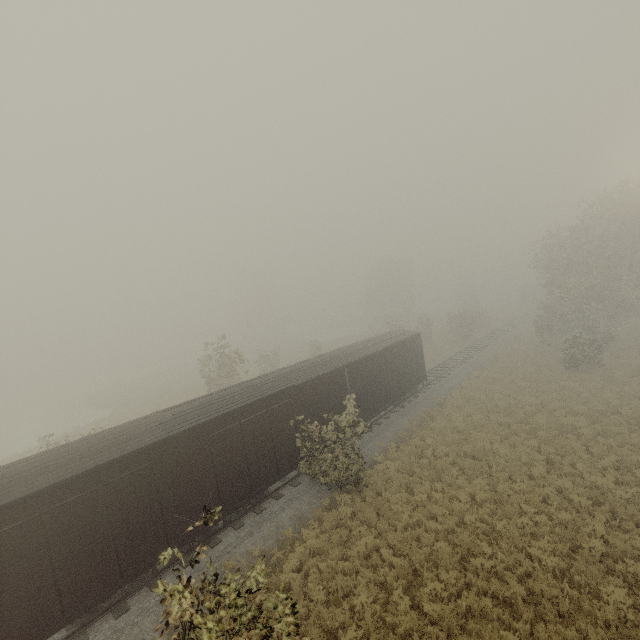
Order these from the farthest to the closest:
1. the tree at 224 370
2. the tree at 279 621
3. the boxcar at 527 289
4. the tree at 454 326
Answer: the boxcar at 527 289 → the tree at 454 326 → the tree at 224 370 → the tree at 279 621

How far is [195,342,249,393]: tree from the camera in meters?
25.7

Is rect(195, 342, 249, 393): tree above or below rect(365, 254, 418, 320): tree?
below

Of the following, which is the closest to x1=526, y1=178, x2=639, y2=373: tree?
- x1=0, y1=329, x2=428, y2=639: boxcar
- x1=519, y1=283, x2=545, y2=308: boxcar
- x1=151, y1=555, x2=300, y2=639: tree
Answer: x1=0, y1=329, x2=428, y2=639: boxcar

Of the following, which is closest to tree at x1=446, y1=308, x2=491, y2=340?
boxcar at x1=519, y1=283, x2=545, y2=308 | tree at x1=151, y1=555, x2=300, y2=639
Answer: tree at x1=151, y1=555, x2=300, y2=639

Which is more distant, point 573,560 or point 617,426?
point 617,426

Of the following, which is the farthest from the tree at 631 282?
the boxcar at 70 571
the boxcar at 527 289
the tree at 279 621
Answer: the boxcar at 527 289

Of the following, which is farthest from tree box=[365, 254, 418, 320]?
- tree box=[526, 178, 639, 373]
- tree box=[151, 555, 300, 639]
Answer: tree box=[151, 555, 300, 639]
